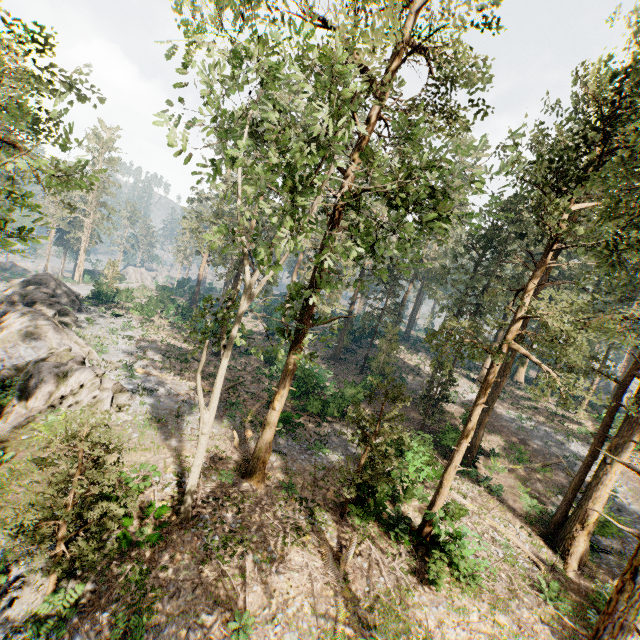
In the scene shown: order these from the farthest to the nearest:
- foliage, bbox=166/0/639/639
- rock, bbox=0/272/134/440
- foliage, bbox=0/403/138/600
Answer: rock, bbox=0/272/134/440
foliage, bbox=0/403/138/600
foliage, bbox=166/0/639/639

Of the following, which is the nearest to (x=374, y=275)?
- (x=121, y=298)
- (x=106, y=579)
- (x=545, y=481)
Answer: (x=106, y=579)

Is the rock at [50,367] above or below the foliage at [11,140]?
below

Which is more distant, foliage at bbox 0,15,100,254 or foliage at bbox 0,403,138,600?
foliage at bbox 0,403,138,600

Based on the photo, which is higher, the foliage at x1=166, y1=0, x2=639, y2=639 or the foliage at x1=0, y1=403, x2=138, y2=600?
the foliage at x1=166, y1=0, x2=639, y2=639

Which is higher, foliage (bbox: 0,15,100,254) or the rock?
foliage (bbox: 0,15,100,254)

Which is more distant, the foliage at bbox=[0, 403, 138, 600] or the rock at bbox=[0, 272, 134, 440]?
→ the rock at bbox=[0, 272, 134, 440]
